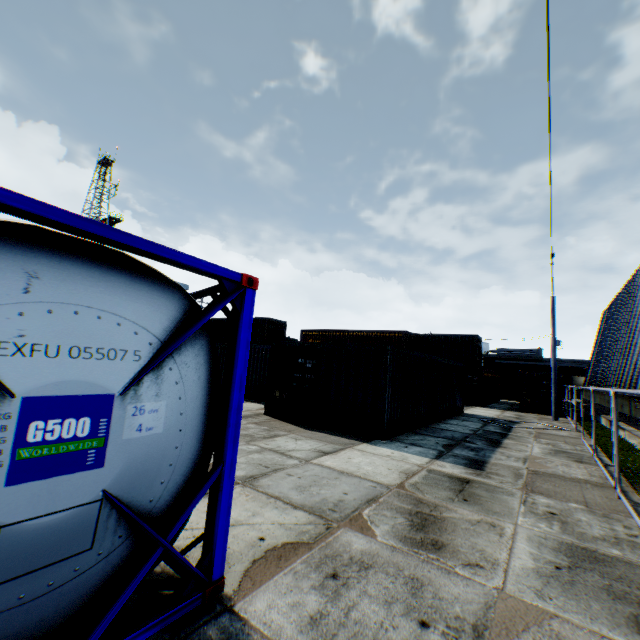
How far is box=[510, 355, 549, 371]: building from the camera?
57.9m

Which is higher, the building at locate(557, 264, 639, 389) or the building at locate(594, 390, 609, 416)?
the building at locate(557, 264, 639, 389)

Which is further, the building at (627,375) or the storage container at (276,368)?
the building at (627,375)

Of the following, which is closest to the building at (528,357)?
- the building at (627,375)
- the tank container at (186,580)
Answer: the building at (627,375)

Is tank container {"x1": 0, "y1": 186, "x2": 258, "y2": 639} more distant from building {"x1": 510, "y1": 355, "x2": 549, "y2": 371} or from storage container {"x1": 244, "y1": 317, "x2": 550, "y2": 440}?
building {"x1": 510, "y1": 355, "x2": 549, "y2": 371}

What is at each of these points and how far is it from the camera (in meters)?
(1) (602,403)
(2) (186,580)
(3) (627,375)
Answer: (1) building, 24.91
(2) tank container, 2.82
(3) building, 18.52

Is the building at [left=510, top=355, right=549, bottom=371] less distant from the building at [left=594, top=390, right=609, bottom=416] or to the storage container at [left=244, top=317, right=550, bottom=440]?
the building at [left=594, top=390, right=609, bottom=416]

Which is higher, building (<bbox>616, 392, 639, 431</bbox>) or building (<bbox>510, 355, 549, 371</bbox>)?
building (<bbox>510, 355, 549, 371</bbox>)
